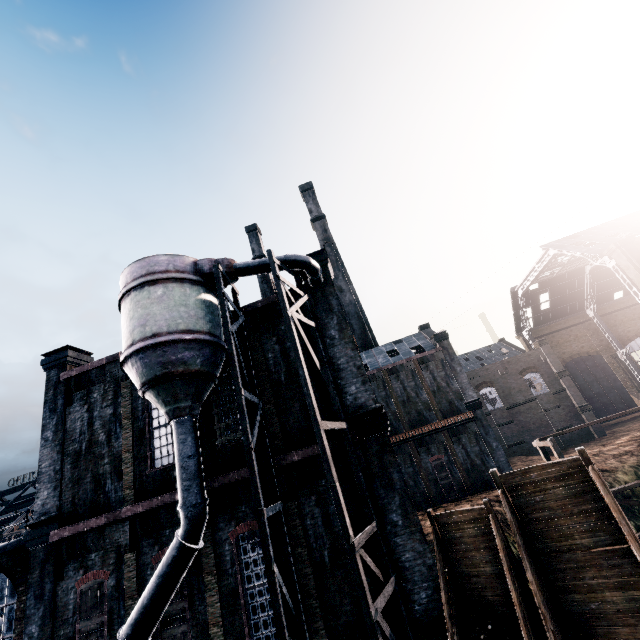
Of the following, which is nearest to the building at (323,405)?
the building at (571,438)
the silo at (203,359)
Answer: the silo at (203,359)

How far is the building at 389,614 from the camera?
11.19m

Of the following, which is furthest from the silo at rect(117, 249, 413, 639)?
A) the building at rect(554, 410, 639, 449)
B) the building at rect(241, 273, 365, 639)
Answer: the building at rect(554, 410, 639, 449)

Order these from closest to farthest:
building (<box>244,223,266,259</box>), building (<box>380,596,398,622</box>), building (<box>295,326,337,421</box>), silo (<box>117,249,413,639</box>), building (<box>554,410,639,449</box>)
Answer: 1. silo (<box>117,249,413,639</box>)
2. building (<box>380,596,398,622</box>)
3. building (<box>295,326,337,421</box>)
4. building (<box>554,410,639,449</box>)
5. building (<box>244,223,266,259</box>)

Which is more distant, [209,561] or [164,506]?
[164,506]

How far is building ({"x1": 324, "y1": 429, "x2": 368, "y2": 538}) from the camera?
12.50m
